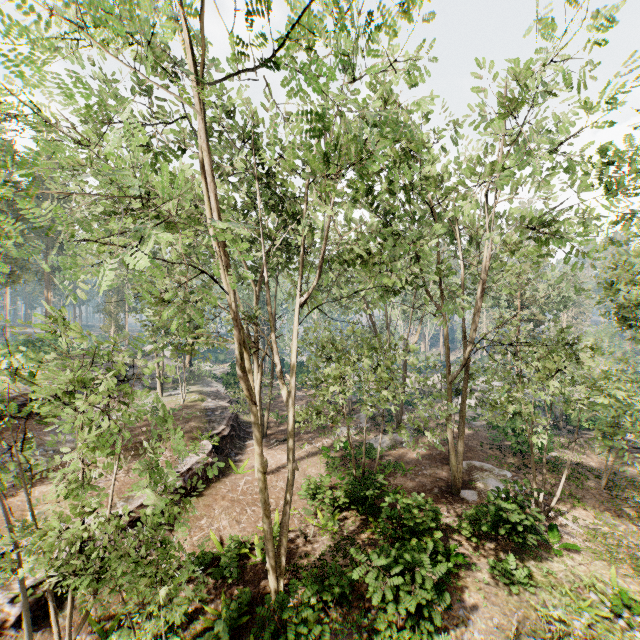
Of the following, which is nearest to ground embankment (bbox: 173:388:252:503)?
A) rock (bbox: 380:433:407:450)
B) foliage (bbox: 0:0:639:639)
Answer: foliage (bbox: 0:0:639:639)

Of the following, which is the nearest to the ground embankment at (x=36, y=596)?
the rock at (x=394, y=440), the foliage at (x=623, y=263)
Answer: the foliage at (x=623, y=263)

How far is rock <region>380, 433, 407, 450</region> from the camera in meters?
23.1

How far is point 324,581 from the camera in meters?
11.4 m

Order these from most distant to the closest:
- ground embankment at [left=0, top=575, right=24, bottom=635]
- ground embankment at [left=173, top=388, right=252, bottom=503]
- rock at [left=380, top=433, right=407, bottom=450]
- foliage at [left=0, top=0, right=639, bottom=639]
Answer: rock at [left=380, top=433, right=407, bottom=450], ground embankment at [left=173, top=388, right=252, bottom=503], ground embankment at [left=0, top=575, right=24, bottom=635], foliage at [left=0, top=0, right=639, bottom=639]

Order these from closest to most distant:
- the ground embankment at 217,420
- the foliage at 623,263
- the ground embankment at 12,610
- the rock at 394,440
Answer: the foliage at 623,263 < the ground embankment at 12,610 < the ground embankment at 217,420 < the rock at 394,440

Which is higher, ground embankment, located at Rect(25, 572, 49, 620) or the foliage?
the foliage

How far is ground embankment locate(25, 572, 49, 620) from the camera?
9.0 meters
